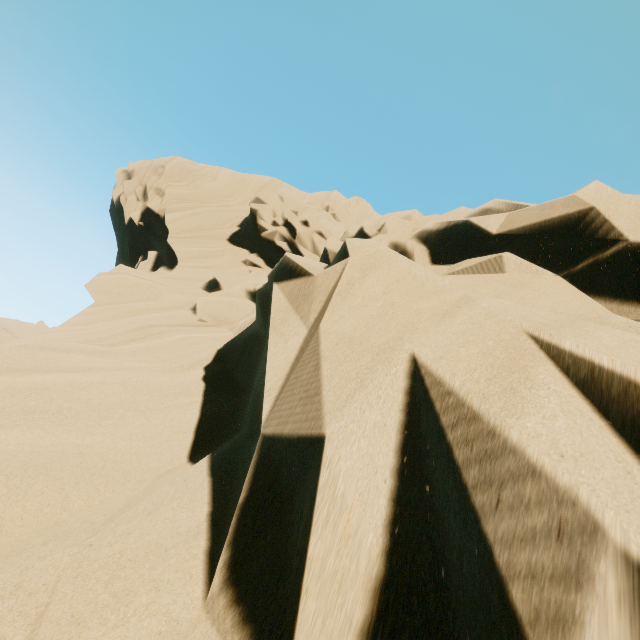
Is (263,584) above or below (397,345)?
below
